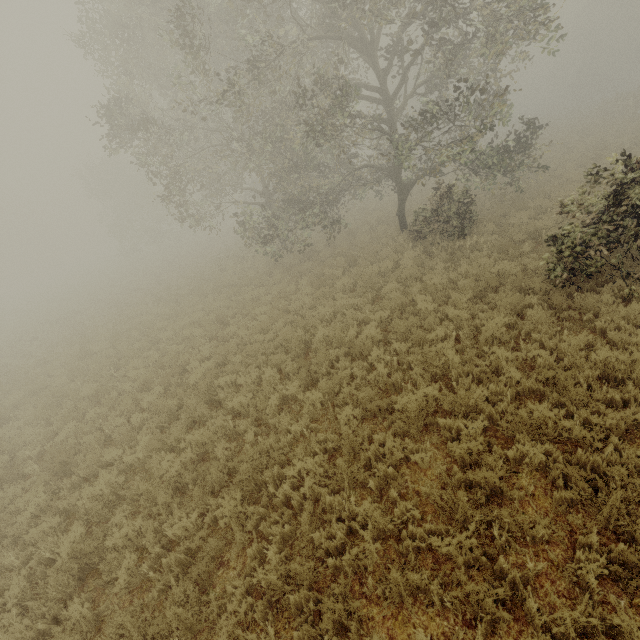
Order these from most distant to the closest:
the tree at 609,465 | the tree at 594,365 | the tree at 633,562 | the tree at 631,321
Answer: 1. the tree at 631,321
2. the tree at 594,365
3. the tree at 609,465
4. the tree at 633,562

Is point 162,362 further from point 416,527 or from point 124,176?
point 124,176

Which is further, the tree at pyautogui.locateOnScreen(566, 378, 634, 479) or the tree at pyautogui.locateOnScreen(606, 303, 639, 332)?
the tree at pyautogui.locateOnScreen(606, 303, 639, 332)

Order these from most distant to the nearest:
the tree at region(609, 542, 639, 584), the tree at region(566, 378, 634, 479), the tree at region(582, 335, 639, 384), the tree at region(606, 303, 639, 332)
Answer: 1. the tree at region(606, 303, 639, 332)
2. the tree at region(582, 335, 639, 384)
3. the tree at region(566, 378, 634, 479)
4. the tree at region(609, 542, 639, 584)

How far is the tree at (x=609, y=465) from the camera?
4.3m
